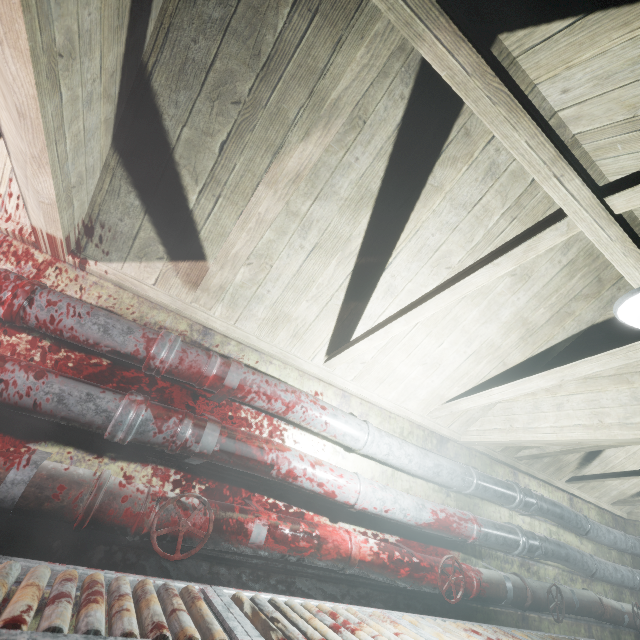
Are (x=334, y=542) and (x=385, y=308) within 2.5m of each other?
yes

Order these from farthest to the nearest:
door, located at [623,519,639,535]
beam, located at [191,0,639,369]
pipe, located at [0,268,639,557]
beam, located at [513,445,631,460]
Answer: door, located at [623,519,639,535]
beam, located at [513,445,631,460]
pipe, located at [0,268,639,557]
beam, located at [191,0,639,369]

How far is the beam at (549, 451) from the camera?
2.61m

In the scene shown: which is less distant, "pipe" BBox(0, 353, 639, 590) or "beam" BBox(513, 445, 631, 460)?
"pipe" BBox(0, 353, 639, 590)

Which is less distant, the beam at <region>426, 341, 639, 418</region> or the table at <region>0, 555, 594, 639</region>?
the table at <region>0, 555, 594, 639</region>

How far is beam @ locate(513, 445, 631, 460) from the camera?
2.6 meters

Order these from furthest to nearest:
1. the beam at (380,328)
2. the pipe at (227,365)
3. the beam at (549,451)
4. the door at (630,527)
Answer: the door at (630,527), the beam at (549,451), the pipe at (227,365), the beam at (380,328)

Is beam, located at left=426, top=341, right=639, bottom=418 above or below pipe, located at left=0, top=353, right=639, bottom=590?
above
